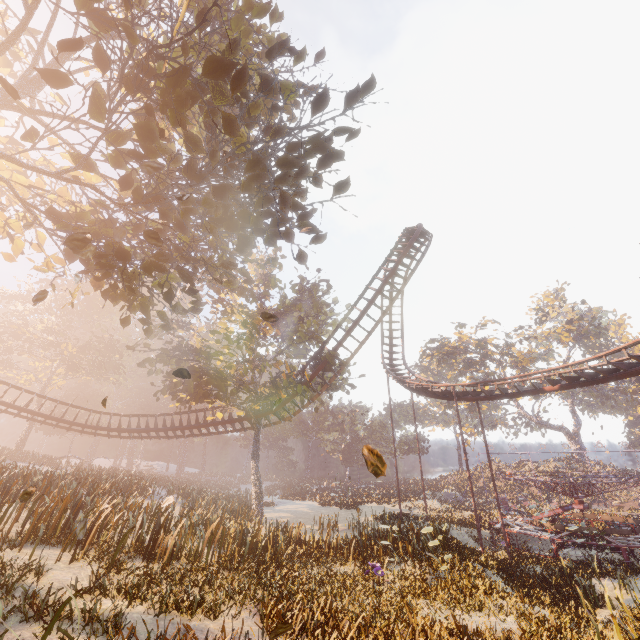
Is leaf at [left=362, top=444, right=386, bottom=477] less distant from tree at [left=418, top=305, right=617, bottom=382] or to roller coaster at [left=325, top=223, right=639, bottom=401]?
roller coaster at [left=325, top=223, right=639, bottom=401]

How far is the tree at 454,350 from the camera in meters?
49.3 m

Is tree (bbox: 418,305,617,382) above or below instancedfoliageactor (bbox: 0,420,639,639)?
above

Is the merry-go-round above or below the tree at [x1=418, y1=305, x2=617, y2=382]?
below

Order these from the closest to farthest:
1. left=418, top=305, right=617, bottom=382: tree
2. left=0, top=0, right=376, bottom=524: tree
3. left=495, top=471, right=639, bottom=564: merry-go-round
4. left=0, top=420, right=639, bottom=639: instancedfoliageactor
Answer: Answer:
1. left=0, top=0, right=376, bottom=524: tree
2. left=0, top=420, right=639, bottom=639: instancedfoliageactor
3. left=495, top=471, right=639, bottom=564: merry-go-round
4. left=418, top=305, right=617, bottom=382: tree

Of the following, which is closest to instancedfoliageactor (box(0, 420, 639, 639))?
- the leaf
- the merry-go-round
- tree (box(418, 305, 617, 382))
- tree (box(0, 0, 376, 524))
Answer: tree (box(0, 0, 376, 524))

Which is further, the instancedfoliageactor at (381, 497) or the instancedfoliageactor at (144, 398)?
the instancedfoliageactor at (144, 398)

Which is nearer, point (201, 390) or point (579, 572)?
point (579, 572)
